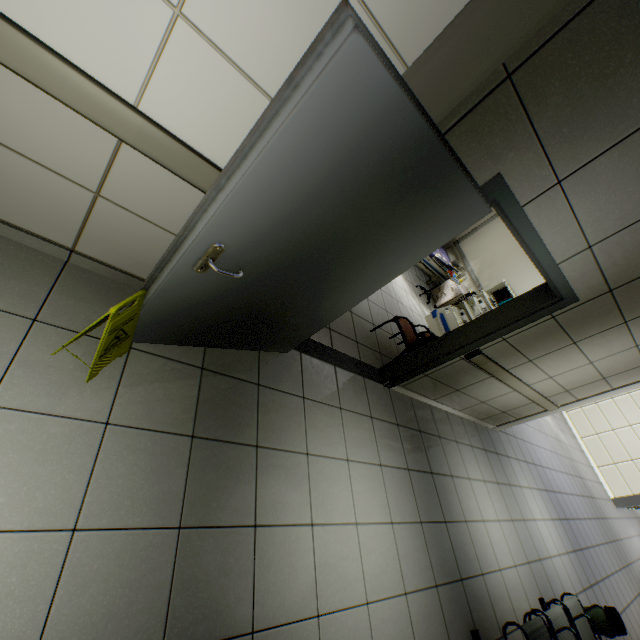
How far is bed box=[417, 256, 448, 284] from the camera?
7.3m

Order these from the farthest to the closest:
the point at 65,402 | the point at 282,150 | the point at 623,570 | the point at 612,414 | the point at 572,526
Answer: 1. the point at 612,414
2. the point at 623,570
3. the point at 572,526
4. the point at 65,402
5. the point at 282,150

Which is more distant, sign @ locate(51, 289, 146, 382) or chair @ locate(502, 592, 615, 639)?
chair @ locate(502, 592, 615, 639)

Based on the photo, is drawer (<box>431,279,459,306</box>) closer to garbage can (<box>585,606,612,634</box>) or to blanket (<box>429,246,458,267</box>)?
blanket (<box>429,246,458,267</box>)

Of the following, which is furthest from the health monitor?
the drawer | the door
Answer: the door

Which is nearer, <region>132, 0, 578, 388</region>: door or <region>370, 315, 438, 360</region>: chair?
<region>132, 0, 578, 388</region>: door

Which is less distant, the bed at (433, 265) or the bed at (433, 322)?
the bed at (433, 322)

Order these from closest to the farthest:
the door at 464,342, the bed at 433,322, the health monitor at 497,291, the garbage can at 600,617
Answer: the door at 464,342 → the garbage can at 600,617 → the bed at 433,322 → the health monitor at 497,291
